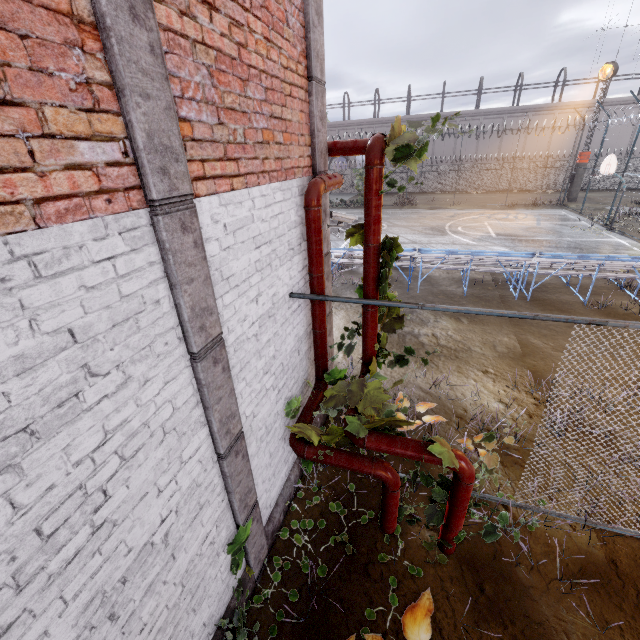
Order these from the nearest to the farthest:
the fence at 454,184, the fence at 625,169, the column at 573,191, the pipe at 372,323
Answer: the pipe at 372,323 < the fence at 625,169 < the fence at 454,184 < the column at 573,191

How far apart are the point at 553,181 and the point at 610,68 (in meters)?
11.08

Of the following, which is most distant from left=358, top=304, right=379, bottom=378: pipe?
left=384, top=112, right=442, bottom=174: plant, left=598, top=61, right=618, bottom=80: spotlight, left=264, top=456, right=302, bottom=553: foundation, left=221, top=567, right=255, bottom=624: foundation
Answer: left=598, top=61, right=618, bottom=80: spotlight

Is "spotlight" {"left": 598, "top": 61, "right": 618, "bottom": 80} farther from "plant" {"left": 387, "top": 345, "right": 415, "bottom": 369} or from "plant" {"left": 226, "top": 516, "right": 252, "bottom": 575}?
"plant" {"left": 226, "top": 516, "right": 252, "bottom": 575}

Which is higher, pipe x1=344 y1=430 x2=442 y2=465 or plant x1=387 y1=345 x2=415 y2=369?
plant x1=387 y1=345 x2=415 y2=369

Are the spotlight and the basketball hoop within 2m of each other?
no

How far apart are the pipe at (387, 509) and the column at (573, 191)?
32.4m

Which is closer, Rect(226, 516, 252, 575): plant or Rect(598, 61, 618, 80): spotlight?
Rect(226, 516, 252, 575): plant
